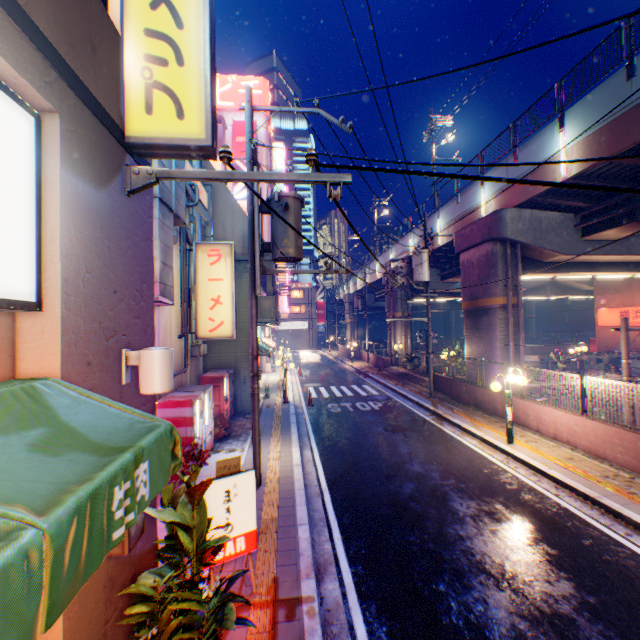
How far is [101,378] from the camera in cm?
266

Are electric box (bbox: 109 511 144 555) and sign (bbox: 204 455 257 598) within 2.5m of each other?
yes

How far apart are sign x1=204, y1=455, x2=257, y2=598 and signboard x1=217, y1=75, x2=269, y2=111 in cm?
4143

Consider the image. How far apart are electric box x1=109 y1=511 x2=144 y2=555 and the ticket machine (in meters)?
30.27

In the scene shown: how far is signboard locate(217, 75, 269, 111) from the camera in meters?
36.3 m

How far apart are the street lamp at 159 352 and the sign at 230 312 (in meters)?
7.97

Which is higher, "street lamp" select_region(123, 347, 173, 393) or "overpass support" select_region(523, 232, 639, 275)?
"overpass support" select_region(523, 232, 639, 275)

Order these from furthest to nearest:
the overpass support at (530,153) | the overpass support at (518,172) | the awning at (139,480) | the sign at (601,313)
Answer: the sign at (601,313), the overpass support at (518,172), the overpass support at (530,153), the awning at (139,480)
